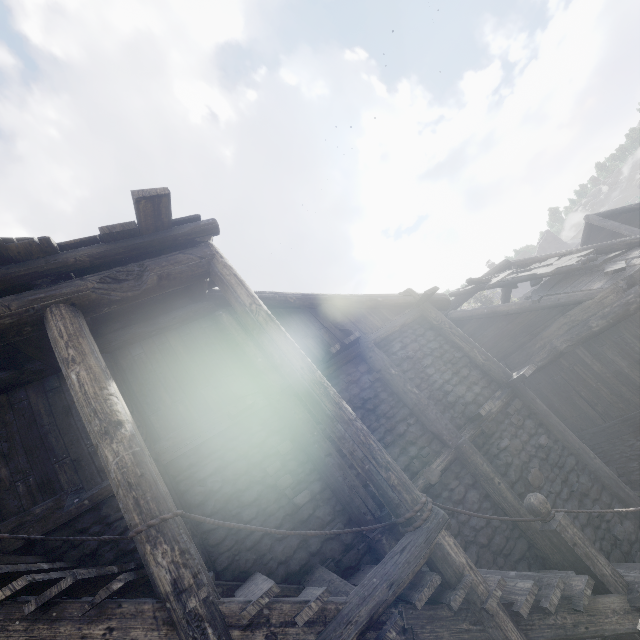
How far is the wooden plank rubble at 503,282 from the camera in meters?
9.6

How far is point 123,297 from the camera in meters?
4.6 m

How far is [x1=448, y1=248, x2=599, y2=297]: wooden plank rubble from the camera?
9.6 meters

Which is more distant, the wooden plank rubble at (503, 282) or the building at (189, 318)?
the wooden plank rubble at (503, 282)

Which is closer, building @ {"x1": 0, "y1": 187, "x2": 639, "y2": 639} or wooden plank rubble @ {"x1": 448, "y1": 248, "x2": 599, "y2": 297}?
building @ {"x1": 0, "y1": 187, "x2": 639, "y2": 639}
